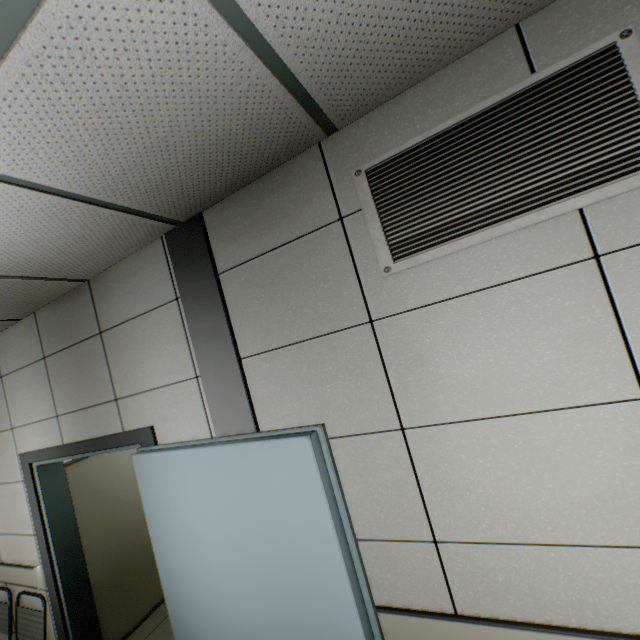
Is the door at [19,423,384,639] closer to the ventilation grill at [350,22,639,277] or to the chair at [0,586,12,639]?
the chair at [0,586,12,639]

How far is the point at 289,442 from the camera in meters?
1.4

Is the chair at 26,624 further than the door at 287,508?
Yes

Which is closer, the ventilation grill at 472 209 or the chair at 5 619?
the ventilation grill at 472 209

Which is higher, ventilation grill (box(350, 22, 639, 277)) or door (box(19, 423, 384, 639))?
ventilation grill (box(350, 22, 639, 277))

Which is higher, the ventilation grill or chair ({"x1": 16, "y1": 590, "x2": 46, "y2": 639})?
the ventilation grill
